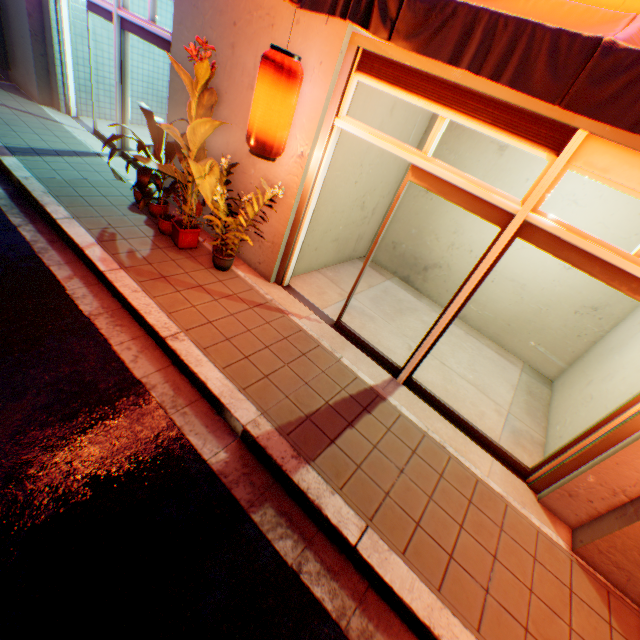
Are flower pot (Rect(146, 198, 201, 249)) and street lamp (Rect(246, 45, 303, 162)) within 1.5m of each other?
no

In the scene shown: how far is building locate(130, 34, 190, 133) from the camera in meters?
5.1

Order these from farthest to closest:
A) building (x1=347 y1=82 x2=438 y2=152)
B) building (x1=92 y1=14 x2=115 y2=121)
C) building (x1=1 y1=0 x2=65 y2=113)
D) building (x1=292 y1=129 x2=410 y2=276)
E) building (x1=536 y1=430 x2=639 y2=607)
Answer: building (x1=92 y1=14 x2=115 y2=121)
building (x1=1 y1=0 x2=65 y2=113)
building (x1=292 y1=129 x2=410 y2=276)
building (x1=347 y1=82 x2=438 y2=152)
building (x1=536 y1=430 x2=639 y2=607)

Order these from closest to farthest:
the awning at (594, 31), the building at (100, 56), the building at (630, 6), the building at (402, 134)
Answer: the awning at (594, 31) < the building at (630, 6) < the building at (402, 134) < the building at (100, 56)

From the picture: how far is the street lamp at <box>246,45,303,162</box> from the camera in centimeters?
308cm

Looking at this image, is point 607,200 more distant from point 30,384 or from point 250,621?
point 30,384

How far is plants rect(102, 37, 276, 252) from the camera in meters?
4.0 m

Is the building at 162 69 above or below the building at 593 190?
below
